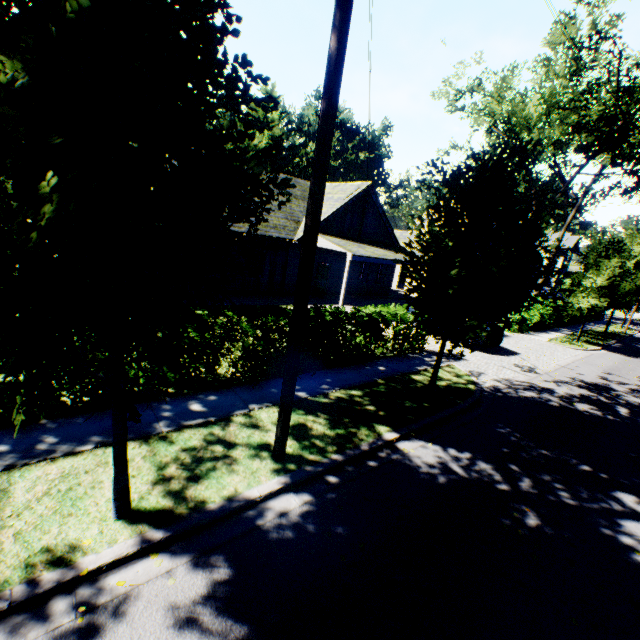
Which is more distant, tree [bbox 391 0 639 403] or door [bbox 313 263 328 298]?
door [bbox 313 263 328 298]

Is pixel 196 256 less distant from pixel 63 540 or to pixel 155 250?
pixel 155 250

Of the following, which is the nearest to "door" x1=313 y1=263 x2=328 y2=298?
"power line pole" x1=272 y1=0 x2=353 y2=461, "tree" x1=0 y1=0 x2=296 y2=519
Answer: "tree" x1=0 y1=0 x2=296 y2=519

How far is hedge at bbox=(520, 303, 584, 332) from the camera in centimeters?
2058cm

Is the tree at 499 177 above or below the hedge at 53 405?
above

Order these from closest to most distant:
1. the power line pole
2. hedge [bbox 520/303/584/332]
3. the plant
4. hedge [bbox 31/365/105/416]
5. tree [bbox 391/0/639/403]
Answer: the power line pole, hedge [bbox 31/365/105/416], tree [bbox 391/0/639/403], hedge [bbox 520/303/584/332], the plant

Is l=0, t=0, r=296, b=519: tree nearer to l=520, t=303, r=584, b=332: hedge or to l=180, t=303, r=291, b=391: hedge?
l=520, t=303, r=584, b=332: hedge

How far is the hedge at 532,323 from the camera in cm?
2058
